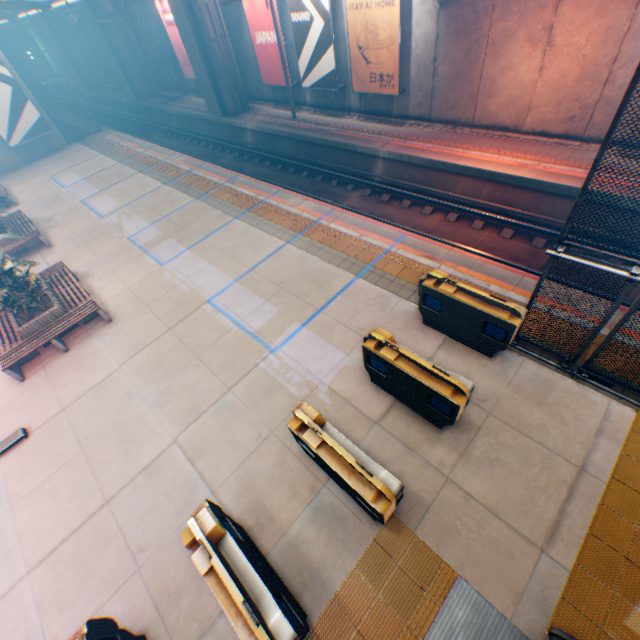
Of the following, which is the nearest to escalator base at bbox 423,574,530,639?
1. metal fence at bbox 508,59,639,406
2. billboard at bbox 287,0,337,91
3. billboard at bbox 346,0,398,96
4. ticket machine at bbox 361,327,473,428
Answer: metal fence at bbox 508,59,639,406

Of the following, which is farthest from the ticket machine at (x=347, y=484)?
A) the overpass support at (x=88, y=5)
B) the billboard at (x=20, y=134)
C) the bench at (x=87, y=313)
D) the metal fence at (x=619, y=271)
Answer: the billboard at (x=20, y=134)

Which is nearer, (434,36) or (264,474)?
(264,474)

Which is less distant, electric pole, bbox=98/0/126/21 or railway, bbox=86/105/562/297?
railway, bbox=86/105/562/297

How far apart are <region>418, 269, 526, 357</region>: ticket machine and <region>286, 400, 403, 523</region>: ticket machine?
3.4 meters

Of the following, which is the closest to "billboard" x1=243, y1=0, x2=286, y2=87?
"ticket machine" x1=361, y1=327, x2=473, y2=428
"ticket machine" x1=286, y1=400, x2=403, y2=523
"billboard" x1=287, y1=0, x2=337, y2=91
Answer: "billboard" x1=287, y1=0, x2=337, y2=91

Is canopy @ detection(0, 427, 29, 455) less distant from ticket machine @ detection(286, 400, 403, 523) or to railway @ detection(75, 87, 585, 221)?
ticket machine @ detection(286, 400, 403, 523)

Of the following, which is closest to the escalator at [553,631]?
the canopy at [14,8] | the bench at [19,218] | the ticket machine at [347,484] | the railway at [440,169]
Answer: the ticket machine at [347,484]
